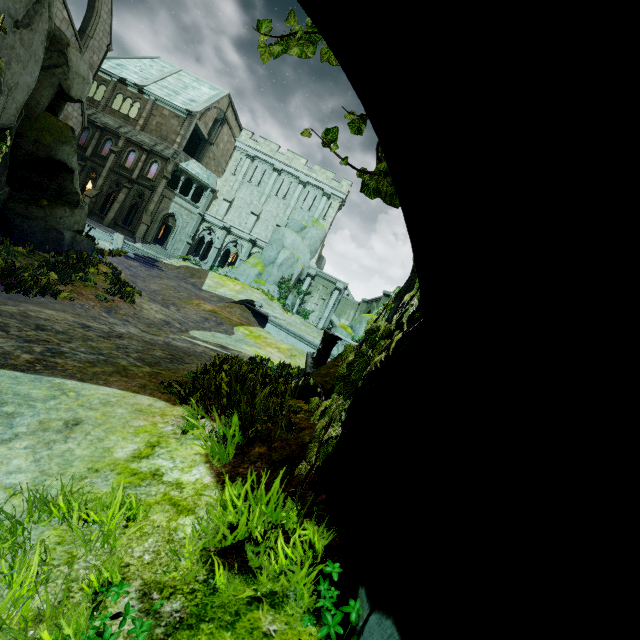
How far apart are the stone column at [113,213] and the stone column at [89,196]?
1.7m

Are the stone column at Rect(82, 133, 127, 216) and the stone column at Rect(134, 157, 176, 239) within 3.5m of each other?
no

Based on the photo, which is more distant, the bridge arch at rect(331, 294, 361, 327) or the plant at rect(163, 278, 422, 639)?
the bridge arch at rect(331, 294, 361, 327)

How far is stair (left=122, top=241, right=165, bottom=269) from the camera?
24.42m

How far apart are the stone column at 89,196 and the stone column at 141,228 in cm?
425

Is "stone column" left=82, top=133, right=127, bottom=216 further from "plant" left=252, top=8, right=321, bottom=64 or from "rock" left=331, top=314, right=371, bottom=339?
"plant" left=252, top=8, right=321, bottom=64

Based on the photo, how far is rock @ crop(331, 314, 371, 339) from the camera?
Answer: 21.0 meters

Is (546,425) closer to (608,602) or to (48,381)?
(608,602)
